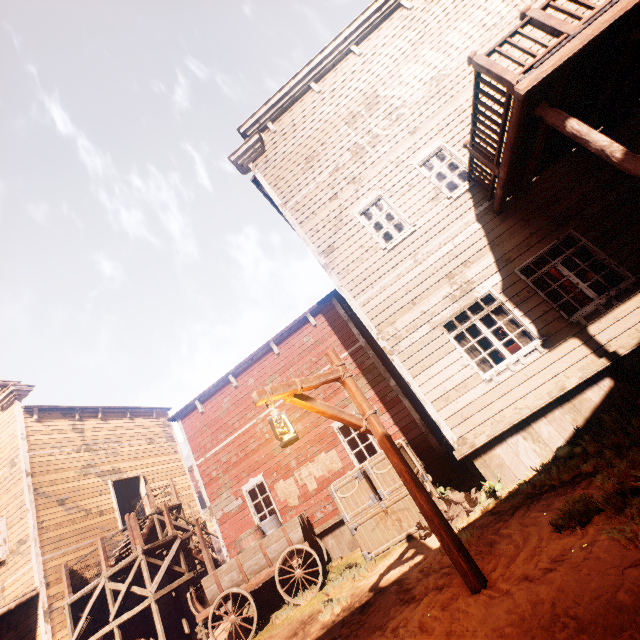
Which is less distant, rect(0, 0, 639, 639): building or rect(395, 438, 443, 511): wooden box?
rect(0, 0, 639, 639): building

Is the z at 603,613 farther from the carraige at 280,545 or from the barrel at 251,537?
the barrel at 251,537

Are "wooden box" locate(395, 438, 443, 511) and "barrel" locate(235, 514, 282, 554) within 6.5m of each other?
yes

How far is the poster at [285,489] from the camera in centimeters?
1045cm

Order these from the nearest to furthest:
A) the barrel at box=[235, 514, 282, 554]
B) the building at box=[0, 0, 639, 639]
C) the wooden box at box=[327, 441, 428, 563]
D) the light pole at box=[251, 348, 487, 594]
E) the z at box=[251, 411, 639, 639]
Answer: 1. the z at box=[251, 411, 639, 639]
2. the light pole at box=[251, 348, 487, 594]
3. the building at box=[0, 0, 639, 639]
4. the wooden box at box=[327, 441, 428, 563]
5. the barrel at box=[235, 514, 282, 554]

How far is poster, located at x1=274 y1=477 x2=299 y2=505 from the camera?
10.45m

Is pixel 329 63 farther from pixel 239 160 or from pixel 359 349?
pixel 359 349

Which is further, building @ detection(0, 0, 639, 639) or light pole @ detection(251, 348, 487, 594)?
building @ detection(0, 0, 639, 639)
